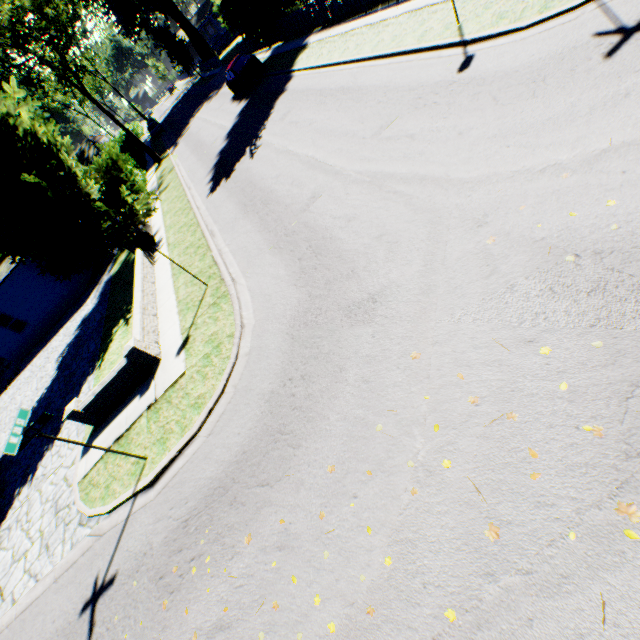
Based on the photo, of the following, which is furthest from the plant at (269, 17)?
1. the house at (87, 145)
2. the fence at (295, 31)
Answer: the house at (87, 145)

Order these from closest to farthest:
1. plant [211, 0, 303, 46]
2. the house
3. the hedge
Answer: plant [211, 0, 303, 46]
the hedge
the house

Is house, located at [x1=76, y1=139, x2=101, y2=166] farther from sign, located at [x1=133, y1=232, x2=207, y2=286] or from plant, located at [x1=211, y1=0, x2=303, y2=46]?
sign, located at [x1=133, y1=232, x2=207, y2=286]

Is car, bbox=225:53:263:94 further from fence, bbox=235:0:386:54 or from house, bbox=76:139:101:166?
house, bbox=76:139:101:166

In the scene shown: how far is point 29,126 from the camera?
12.7m

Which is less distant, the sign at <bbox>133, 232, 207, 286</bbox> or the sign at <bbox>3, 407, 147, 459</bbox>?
the sign at <bbox>3, 407, 147, 459</bbox>

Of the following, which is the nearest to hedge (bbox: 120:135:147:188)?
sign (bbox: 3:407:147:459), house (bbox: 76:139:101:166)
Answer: house (bbox: 76:139:101:166)

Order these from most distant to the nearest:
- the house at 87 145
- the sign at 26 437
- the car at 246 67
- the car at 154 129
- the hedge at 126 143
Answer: the house at 87 145
the car at 154 129
the hedge at 126 143
the car at 246 67
the sign at 26 437
